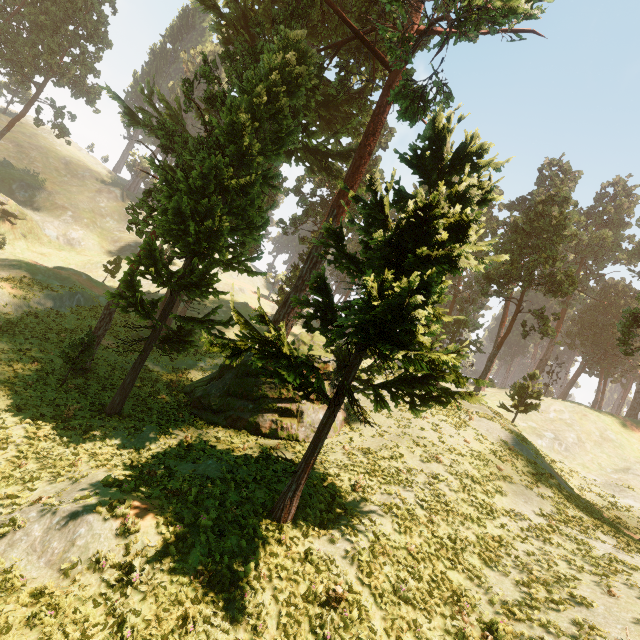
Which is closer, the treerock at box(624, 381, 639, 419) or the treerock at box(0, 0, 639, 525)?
the treerock at box(0, 0, 639, 525)

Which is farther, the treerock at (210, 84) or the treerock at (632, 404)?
the treerock at (632, 404)

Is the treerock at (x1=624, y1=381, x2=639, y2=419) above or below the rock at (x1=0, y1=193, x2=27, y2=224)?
above

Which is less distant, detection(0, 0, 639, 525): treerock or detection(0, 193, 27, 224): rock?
detection(0, 0, 639, 525): treerock

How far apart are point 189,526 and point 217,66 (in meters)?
25.64

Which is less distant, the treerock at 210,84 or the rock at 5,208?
the treerock at 210,84
